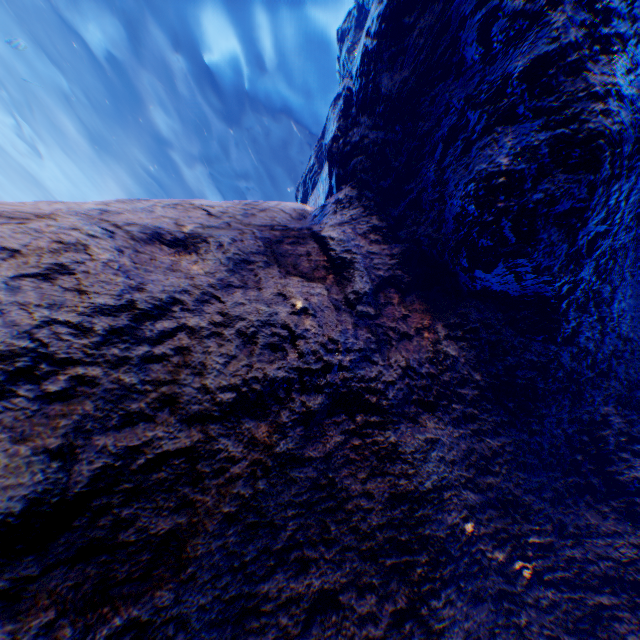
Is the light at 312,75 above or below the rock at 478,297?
above

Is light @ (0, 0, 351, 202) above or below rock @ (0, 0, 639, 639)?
above

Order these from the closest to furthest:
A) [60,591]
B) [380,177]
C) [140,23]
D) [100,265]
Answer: [60,591]
[100,265]
[380,177]
[140,23]

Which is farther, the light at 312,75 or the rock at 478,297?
the light at 312,75

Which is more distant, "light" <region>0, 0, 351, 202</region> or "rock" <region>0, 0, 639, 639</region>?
"light" <region>0, 0, 351, 202</region>
